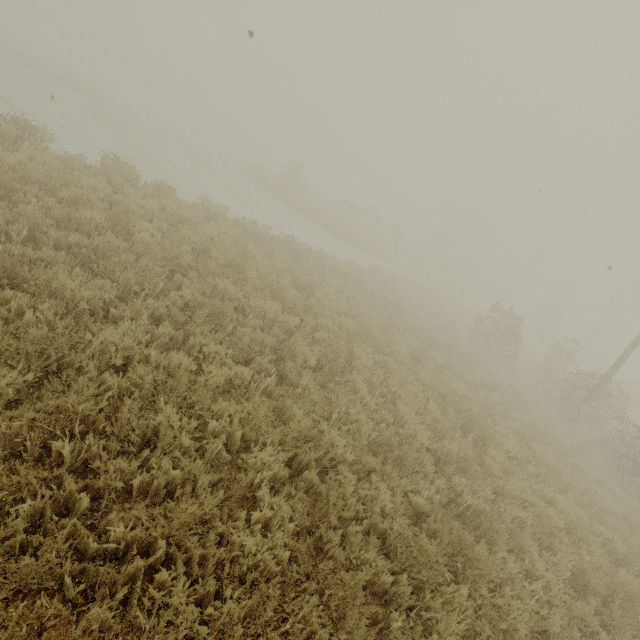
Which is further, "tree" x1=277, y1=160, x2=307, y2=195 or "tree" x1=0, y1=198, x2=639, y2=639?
"tree" x1=277, y1=160, x2=307, y2=195

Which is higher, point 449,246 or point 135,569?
point 449,246

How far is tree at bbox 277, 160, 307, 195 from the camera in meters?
28.8 m

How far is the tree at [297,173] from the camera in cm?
2875

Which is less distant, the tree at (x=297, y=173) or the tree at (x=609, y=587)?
the tree at (x=609, y=587)
